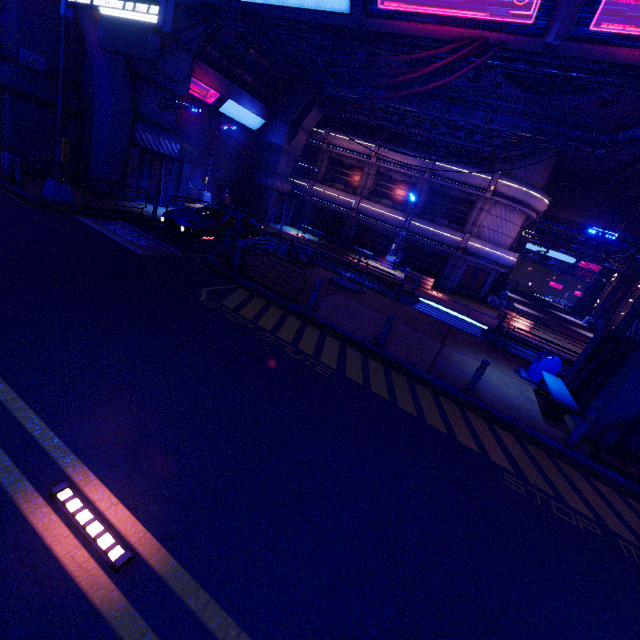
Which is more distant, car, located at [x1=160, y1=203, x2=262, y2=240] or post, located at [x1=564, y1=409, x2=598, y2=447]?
car, located at [x1=160, y1=203, x2=262, y2=240]

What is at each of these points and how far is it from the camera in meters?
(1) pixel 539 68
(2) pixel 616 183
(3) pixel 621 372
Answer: (1) pipe, 10.3 m
(2) walkway, 25.1 m
(3) pillar, 8.8 m

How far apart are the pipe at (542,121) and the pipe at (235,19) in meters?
7.1 m

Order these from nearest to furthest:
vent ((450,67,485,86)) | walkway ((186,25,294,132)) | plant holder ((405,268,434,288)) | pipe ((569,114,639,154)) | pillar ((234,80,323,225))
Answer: pipe ((569,114,639,154))
vent ((450,67,485,86))
walkway ((186,25,294,132))
plant holder ((405,268,434,288))
pillar ((234,80,323,225))

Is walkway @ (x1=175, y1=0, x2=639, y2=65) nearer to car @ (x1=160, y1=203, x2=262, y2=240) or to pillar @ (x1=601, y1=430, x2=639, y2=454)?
pillar @ (x1=601, y1=430, x2=639, y2=454)

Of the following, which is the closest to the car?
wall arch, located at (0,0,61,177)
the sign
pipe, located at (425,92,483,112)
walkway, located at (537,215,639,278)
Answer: the sign

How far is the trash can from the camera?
11.6 meters

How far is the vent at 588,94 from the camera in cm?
1427
